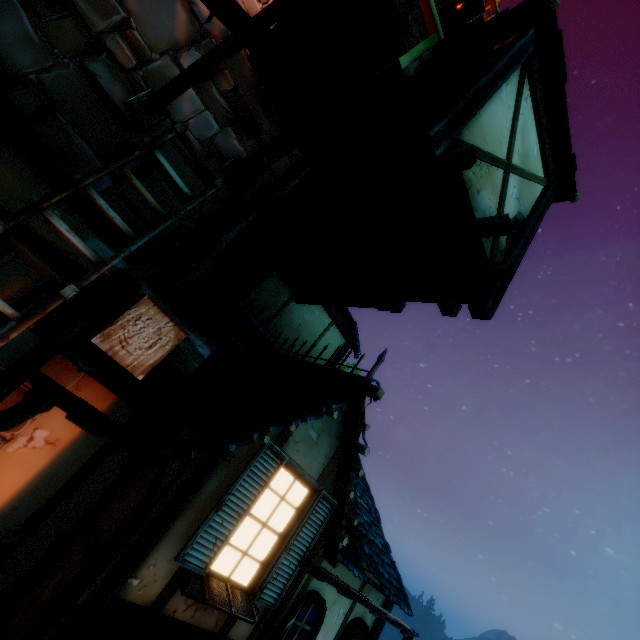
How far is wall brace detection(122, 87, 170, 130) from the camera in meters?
3.0

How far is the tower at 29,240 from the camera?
2.40m

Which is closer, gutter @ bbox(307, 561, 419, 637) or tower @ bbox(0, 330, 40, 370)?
tower @ bbox(0, 330, 40, 370)

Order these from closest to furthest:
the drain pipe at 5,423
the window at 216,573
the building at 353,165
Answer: the drain pipe at 5,423 → the window at 216,573 → the building at 353,165

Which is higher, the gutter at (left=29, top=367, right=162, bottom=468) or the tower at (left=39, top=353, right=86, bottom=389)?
the tower at (left=39, top=353, right=86, bottom=389)

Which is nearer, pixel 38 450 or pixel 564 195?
pixel 38 450

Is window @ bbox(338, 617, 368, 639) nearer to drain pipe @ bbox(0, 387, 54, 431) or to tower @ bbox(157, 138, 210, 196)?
tower @ bbox(157, 138, 210, 196)

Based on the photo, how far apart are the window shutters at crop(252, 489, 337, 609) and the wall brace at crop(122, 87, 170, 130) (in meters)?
4.15
